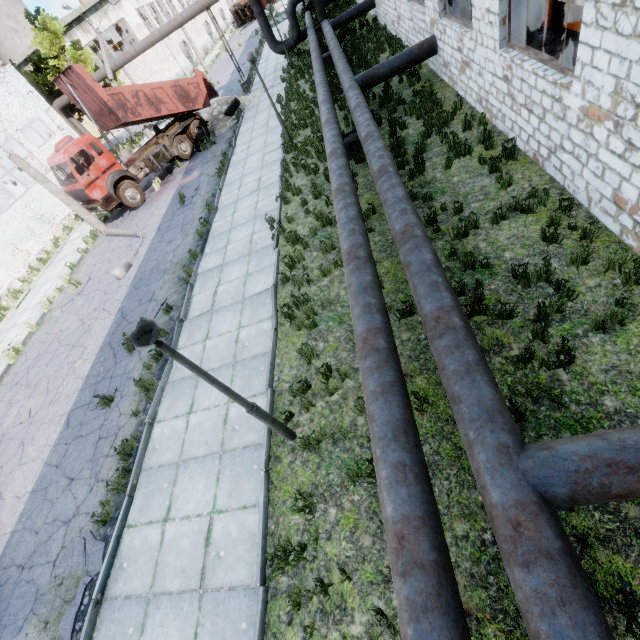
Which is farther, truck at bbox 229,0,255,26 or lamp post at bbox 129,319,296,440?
truck at bbox 229,0,255,26

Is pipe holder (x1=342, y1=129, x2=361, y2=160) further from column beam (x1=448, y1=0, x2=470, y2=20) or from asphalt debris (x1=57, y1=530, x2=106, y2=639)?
asphalt debris (x1=57, y1=530, x2=106, y2=639)

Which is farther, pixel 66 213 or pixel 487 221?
pixel 66 213

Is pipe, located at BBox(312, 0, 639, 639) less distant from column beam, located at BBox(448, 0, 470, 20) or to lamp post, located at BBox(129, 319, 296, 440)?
column beam, located at BBox(448, 0, 470, 20)

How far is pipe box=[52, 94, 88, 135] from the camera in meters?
24.0 m

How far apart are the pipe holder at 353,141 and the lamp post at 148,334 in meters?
9.0 m

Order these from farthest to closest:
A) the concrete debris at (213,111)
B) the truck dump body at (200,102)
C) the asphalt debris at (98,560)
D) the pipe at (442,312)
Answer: the concrete debris at (213,111), the truck dump body at (200,102), the asphalt debris at (98,560), the pipe at (442,312)

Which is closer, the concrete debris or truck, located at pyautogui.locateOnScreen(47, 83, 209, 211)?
truck, located at pyautogui.locateOnScreen(47, 83, 209, 211)
